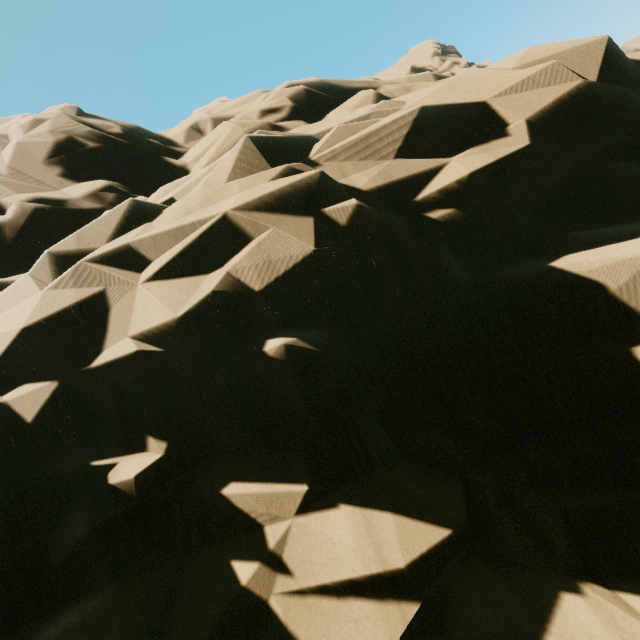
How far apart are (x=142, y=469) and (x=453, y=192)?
4.1 meters
